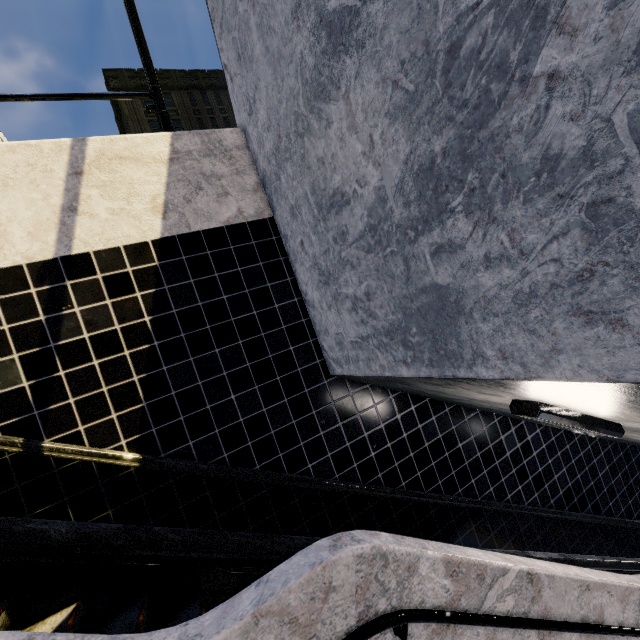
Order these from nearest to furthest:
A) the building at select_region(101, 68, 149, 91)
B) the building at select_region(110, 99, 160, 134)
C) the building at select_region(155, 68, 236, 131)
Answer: the building at select_region(101, 68, 149, 91) < the building at select_region(110, 99, 160, 134) < the building at select_region(155, 68, 236, 131)

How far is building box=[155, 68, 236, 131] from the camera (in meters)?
33.91

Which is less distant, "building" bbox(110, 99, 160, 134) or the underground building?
the underground building

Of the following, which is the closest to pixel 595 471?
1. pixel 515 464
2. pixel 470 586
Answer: pixel 515 464

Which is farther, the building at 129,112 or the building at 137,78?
the building at 129,112

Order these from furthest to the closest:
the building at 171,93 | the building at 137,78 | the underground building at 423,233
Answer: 1. the building at 171,93
2. the building at 137,78
3. the underground building at 423,233
